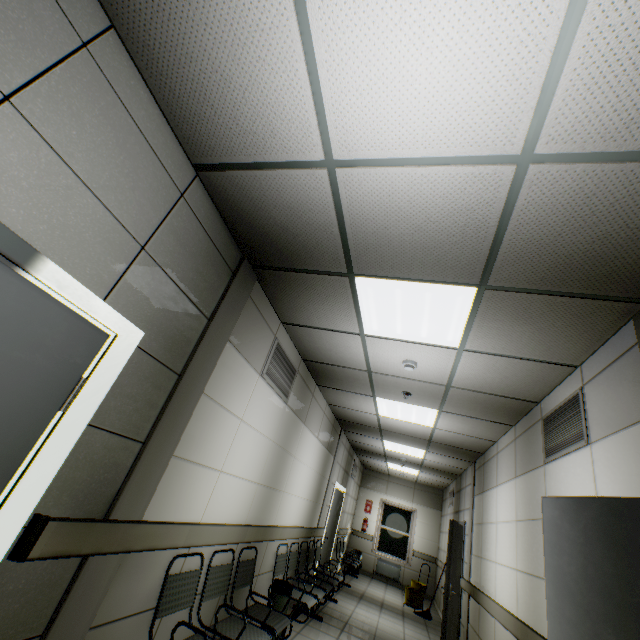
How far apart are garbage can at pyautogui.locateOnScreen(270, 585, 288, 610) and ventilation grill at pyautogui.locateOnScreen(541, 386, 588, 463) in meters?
3.4 m

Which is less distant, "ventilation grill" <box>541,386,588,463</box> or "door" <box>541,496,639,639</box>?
"door" <box>541,496,639,639</box>

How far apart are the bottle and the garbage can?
6.0m

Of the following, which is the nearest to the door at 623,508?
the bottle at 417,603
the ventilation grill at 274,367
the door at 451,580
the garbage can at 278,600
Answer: the ventilation grill at 274,367

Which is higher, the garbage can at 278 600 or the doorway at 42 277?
the doorway at 42 277

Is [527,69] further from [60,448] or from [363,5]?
[60,448]

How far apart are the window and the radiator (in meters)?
0.13

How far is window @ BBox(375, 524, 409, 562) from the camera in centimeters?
1124cm
